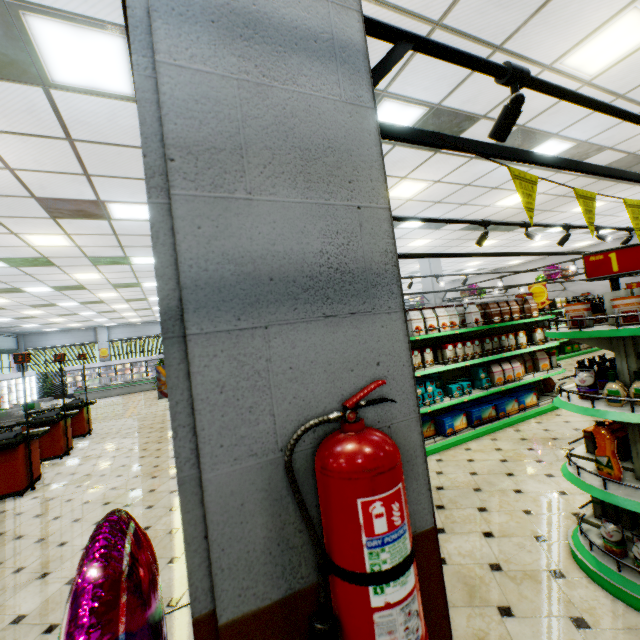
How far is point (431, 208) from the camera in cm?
821

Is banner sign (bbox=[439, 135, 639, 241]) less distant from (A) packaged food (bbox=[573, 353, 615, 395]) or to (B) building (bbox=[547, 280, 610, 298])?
(B) building (bbox=[547, 280, 610, 298])

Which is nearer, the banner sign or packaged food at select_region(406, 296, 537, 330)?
the banner sign

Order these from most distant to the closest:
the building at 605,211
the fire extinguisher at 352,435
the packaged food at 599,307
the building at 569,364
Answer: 1. the building at 605,211
2. the building at 569,364
3. the packaged food at 599,307
4. the fire extinguisher at 352,435

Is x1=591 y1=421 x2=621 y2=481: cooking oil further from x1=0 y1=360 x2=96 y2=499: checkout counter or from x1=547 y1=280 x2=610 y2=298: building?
x1=0 y1=360 x2=96 y2=499: checkout counter

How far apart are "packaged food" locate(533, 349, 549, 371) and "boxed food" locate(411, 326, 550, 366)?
0.2m

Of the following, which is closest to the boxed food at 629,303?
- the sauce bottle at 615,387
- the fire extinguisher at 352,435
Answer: the sauce bottle at 615,387

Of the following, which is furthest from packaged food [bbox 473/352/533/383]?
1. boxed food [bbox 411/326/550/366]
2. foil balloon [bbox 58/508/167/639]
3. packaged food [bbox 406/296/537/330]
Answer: foil balloon [bbox 58/508/167/639]
